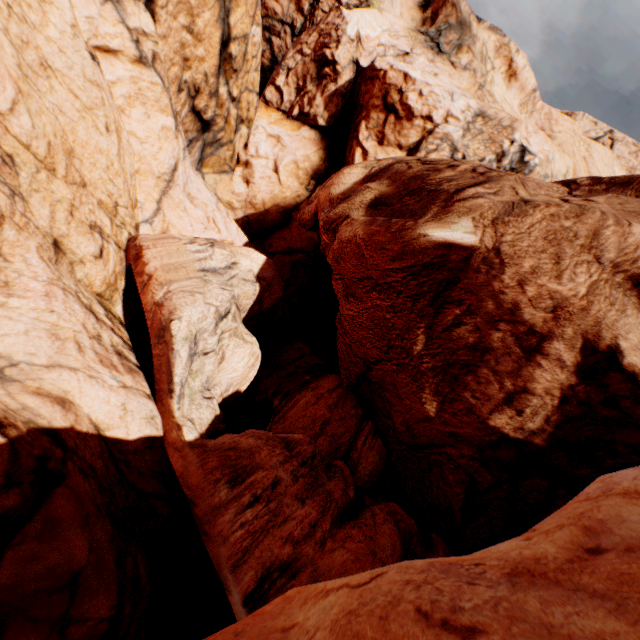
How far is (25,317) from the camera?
7.7m
